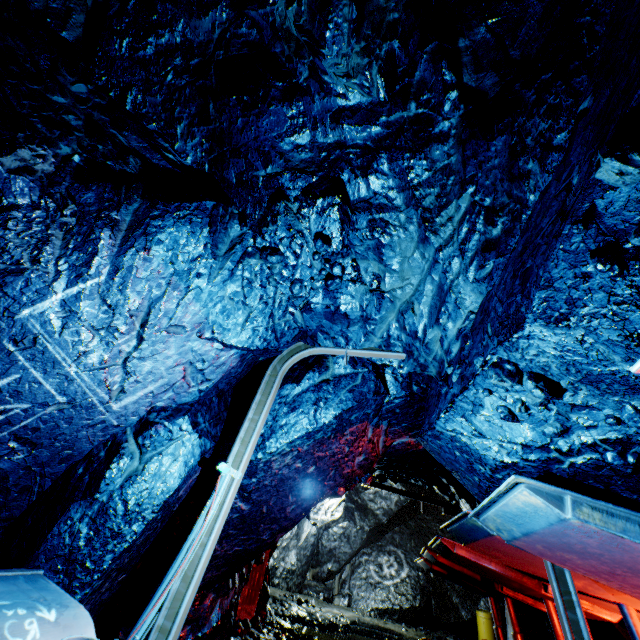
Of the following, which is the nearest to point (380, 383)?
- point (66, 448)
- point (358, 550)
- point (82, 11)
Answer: point (66, 448)

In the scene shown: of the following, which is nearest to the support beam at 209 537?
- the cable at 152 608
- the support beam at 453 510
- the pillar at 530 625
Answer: the cable at 152 608

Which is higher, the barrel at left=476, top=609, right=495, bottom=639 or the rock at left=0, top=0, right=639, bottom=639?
the rock at left=0, top=0, right=639, bottom=639

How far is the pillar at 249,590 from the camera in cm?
654

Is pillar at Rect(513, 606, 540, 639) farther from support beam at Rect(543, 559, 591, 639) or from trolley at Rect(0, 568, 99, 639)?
trolley at Rect(0, 568, 99, 639)

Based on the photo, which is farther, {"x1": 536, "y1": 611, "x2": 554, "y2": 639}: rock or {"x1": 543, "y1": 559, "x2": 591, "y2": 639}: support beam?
{"x1": 536, "y1": 611, "x2": 554, "y2": 639}: rock

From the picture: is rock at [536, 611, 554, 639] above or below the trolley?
above
